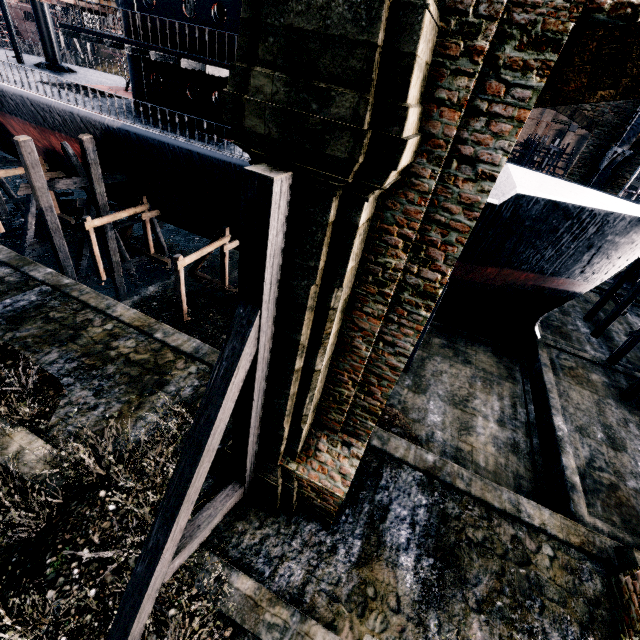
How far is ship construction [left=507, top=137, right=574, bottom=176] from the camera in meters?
34.1 m

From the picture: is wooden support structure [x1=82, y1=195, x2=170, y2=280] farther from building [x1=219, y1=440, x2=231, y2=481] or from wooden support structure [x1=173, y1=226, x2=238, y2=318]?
building [x1=219, y1=440, x2=231, y2=481]

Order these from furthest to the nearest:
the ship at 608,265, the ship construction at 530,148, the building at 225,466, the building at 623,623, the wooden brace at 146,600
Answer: the ship construction at 530,148 < the ship at 608,265 < the building at 225,466 < the building at 623,623 < the wooden brace at 146,600

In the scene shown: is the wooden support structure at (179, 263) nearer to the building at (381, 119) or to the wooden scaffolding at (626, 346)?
the wooden scaffolding at (626, 346)

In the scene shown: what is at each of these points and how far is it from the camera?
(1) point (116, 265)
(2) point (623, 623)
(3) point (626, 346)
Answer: (1) wooden scaffolding, 20.56m
(2) building, 8.54m
(3) wooden scaffolding, 17.98m

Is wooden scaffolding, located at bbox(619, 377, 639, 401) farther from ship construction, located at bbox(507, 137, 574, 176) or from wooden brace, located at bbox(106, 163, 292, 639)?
ship construction, located at bbox(507, 137, 574, 176)

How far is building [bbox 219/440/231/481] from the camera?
9.3 meters

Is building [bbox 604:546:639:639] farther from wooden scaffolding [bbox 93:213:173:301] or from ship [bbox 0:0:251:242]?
wooden scaffolding [bbox 93:213:173:301]
